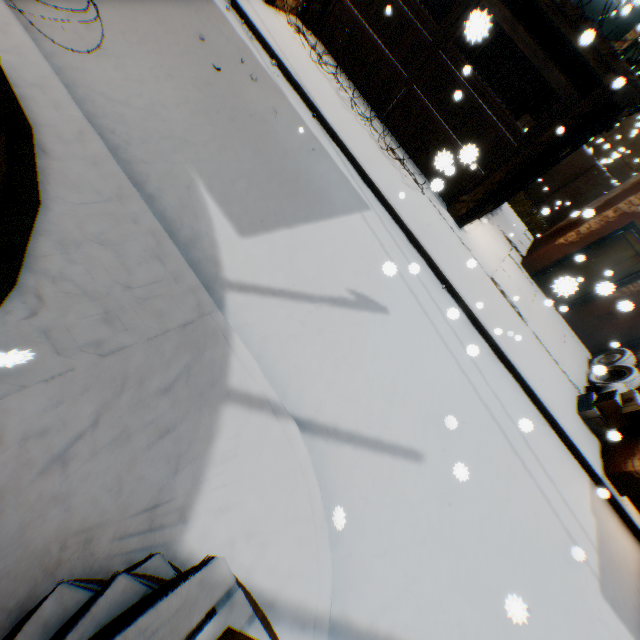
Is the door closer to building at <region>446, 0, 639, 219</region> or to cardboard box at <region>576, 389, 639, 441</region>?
building at <region>446, 0, 639, 219</region>

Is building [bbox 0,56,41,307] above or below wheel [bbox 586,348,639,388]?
below

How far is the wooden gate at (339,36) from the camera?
8.2m

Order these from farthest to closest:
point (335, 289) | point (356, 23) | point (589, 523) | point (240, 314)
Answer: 1. point (356, 23)
2. point (589, 523)
3. point (335, 289)
4. point (240, 314)

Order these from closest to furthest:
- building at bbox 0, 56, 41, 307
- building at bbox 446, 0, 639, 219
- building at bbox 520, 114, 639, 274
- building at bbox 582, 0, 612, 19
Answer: building at bbox 0, 56, 41, 307 → building at bbox 446, 0, 639, 219 → building at bbox 520, 114, 639, 274 → building at bbox 582, 0, 612, 19

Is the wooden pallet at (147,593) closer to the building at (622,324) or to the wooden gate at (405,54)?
the building at (622,324)

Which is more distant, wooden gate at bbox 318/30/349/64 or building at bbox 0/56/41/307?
wooden gate at bbox 318/30/349/64

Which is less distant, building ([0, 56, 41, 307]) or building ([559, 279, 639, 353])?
building ([0, 56, 41, 307])
